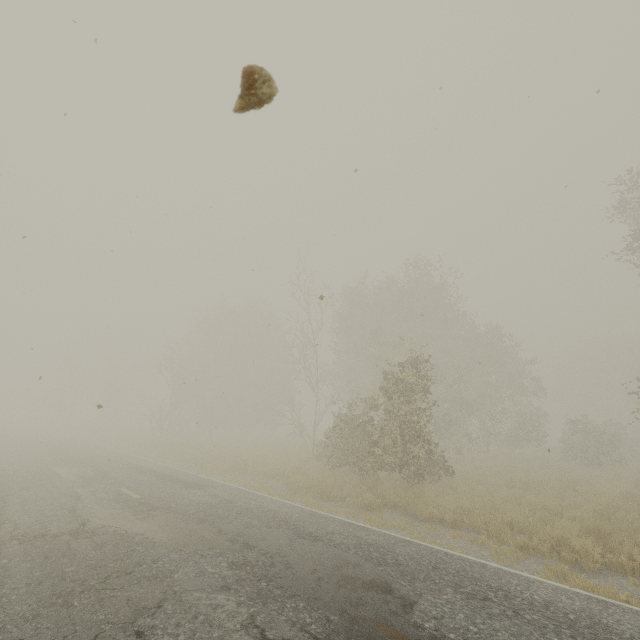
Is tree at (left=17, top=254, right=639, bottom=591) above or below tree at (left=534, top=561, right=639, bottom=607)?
above

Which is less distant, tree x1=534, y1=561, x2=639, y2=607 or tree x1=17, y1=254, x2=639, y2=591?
tree x1=534, y1=561, x2=639, y2=607

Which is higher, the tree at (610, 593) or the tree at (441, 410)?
the tree at (441, 410)

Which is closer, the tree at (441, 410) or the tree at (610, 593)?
the tree at (610, 593)

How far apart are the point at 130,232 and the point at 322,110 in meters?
6.2
